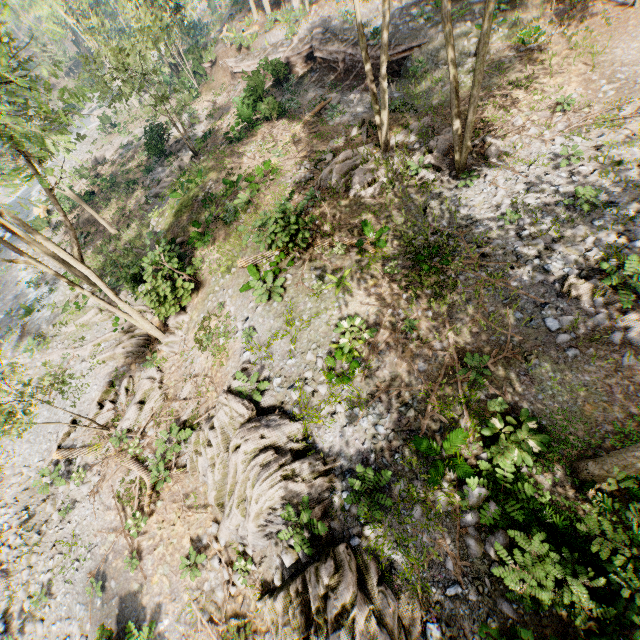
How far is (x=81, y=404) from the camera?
16.8 meters

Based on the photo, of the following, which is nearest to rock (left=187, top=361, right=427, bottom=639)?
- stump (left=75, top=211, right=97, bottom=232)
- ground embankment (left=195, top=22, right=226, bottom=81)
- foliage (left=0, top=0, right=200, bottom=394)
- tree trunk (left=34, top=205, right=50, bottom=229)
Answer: foliage (left=0, top=0, right=200, bottom=394)

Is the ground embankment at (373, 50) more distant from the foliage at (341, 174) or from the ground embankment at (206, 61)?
the ground embankment at (206, 61)

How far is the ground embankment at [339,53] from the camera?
21.73m

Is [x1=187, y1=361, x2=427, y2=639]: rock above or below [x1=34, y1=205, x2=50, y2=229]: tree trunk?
below

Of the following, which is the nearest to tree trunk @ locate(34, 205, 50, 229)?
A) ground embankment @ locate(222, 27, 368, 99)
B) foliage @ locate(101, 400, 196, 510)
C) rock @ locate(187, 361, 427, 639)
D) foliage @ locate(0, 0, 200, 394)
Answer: foliage @ locate(0, 0, 200, 394)

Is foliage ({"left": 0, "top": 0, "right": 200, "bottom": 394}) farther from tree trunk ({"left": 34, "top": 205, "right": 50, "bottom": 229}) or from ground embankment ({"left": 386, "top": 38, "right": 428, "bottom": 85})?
tree trunk ({"left": 34, "top": 205, "right": 50, "bottom": 229})

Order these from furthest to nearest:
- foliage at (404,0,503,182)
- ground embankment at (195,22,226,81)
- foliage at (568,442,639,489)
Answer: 1. ground embankment at (195,22,226,81)
2. foliage at (404,0,503,182)
3. foliage at (568,442,639,489)
